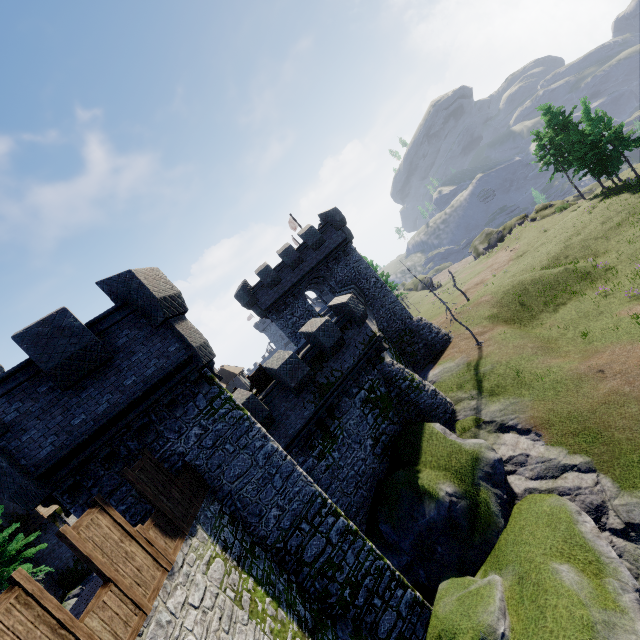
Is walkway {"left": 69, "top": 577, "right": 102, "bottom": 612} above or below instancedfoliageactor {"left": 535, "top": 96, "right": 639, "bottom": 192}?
above

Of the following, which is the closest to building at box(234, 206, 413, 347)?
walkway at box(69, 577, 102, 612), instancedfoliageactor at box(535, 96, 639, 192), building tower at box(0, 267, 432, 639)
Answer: building tower at box(0, 267, 432, 639)

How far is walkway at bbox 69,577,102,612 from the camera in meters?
8.4 m

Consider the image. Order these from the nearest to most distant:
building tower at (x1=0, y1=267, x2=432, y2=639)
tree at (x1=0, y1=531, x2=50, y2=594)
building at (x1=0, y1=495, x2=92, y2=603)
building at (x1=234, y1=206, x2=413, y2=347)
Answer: building tower at (x1=0, y1=267, x2=432, y2=639), tree at (x1=0, y1=531, x2=50, y2=594), building at (x1=0, y1=495, x2=92, y2=603), building at (x1=234, y1=206, x2=413, y2=347)

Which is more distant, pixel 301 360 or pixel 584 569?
pixel 301 360

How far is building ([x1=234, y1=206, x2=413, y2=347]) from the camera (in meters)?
27.52

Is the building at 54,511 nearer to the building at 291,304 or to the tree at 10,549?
the tree at 10,549

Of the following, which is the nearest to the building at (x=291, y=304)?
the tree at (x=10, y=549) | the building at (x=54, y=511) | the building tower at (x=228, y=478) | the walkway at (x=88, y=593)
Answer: the building tower at (x=228, y=478)
